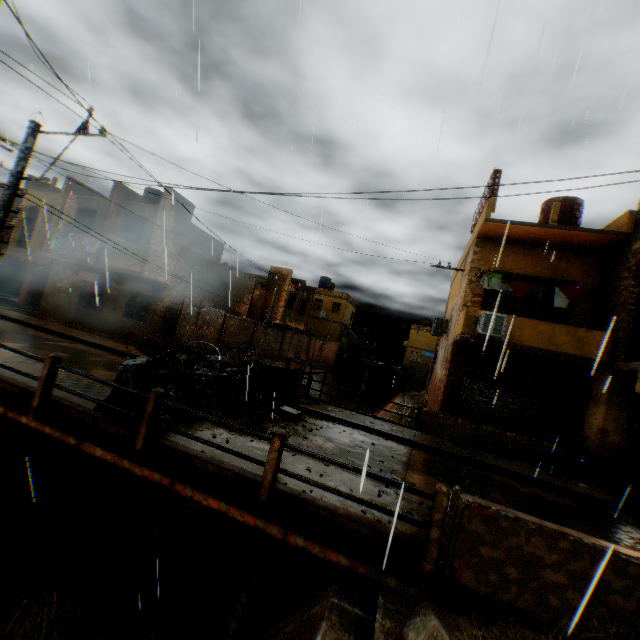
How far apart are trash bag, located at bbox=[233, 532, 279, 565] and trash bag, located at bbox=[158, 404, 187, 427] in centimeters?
351cm

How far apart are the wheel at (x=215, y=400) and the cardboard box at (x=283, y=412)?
2.3 meters

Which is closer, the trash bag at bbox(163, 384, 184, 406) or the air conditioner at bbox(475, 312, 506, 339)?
the trash bag at bbox(163, 384, 184, 406)

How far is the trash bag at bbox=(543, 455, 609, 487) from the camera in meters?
10.4 m

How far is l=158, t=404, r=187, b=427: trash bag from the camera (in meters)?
6.21

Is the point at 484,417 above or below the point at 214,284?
below

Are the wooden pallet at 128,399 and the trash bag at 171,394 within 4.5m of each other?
yes

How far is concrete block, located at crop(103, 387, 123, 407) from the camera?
6.3 meters
